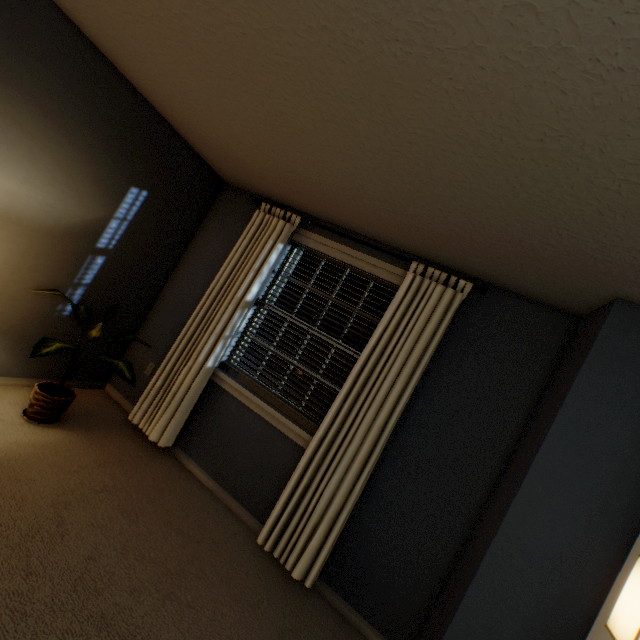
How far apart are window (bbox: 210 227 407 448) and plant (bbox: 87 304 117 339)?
0.61m

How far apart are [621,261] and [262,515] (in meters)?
2.74

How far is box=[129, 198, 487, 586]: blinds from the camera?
2.2m

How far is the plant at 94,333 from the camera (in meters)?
2.48

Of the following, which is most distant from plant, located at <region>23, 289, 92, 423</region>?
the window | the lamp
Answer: the lamp

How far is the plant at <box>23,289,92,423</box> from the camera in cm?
205

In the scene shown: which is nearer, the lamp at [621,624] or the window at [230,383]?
the lamp at [621,624]

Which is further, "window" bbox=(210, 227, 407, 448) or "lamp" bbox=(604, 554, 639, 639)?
"window" bbox=(210, 227, 407, 448)
